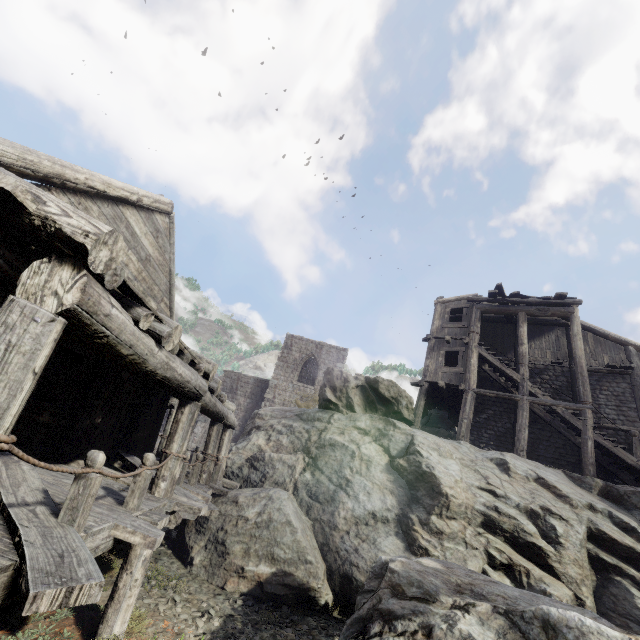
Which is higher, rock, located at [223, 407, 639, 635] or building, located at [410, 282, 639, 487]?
building, located at [410, 282, 639, 487]

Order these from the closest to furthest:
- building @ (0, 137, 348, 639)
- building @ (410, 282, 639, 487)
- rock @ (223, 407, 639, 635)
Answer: building @ (0, 137, 348, 639) → rock @ (223, 407, 639, 635) → building @ (410, 282, 639, 487)

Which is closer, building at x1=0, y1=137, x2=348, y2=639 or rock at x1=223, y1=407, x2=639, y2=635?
building at x1=0, y1=137, x2=348, y2=639

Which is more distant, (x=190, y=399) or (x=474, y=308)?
(x=474, y=308)

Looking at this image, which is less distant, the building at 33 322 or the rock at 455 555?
the building at 33 322

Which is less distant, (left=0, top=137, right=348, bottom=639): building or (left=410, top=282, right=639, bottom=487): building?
(left=0, top=137, right=348, bottom=639): building

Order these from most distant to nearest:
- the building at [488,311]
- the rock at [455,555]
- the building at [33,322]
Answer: the building at [488,311], the rock at [455,555], the building at [33,322]
